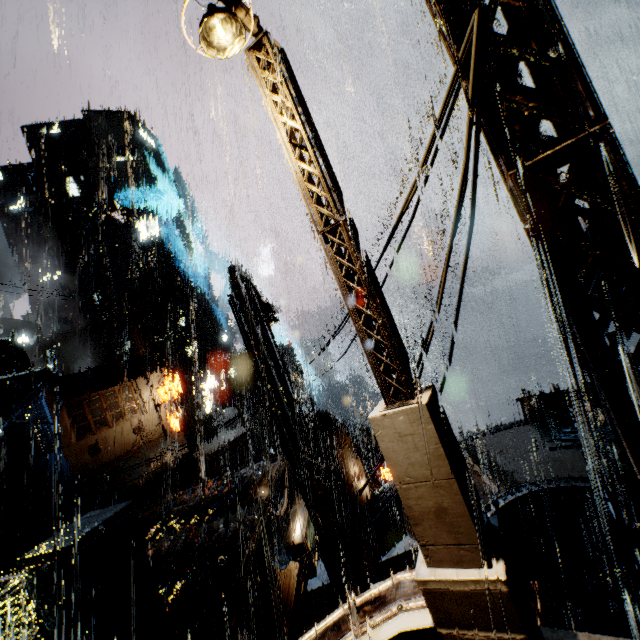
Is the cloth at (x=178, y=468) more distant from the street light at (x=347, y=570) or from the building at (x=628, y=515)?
the street light at (x=347, y=570)

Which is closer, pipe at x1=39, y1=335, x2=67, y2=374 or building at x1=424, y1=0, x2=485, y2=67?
building at x1=424, y1=0, x2=485, y2=67

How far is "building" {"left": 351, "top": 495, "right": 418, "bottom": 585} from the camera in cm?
1462

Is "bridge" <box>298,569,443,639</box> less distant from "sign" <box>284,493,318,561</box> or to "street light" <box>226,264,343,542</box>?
"street light" <box>226,264,343,542</box>

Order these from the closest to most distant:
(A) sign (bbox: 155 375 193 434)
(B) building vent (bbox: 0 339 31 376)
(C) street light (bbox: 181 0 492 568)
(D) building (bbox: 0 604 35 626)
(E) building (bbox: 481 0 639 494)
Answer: (E) building (bbox: 481 0 639 494)
(C) street light (bbox: 181 0 492 568)
(D) building (bbox: 0 604 35 626)
(A) sign (bbox: 155 375 193 434)
(B) building vent (bbox: 0 339 31 376)

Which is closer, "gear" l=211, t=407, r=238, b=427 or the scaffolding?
the scaffolding

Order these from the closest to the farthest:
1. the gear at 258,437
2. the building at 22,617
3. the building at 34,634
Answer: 1. the building at 34,634
2. the building at 22,617
3. the gear at 258,437

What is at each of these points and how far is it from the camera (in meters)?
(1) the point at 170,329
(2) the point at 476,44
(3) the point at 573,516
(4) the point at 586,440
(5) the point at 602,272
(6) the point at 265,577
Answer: (1) building vent, 50.44
(2) power line, 2.43
(3) building, 10.80
(4) scaffolding, 6.24
(5) building, 3.02
(6) building, 7.07
